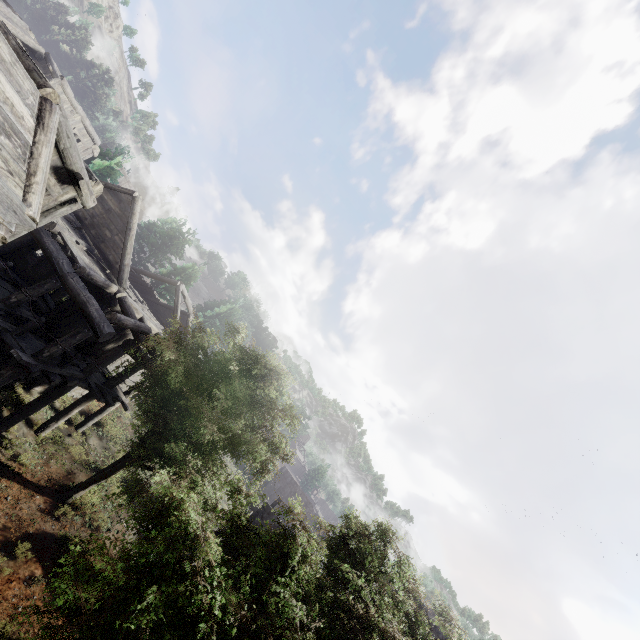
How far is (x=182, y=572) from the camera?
4.73m

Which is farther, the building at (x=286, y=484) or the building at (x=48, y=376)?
the building at (x=286, y=484)

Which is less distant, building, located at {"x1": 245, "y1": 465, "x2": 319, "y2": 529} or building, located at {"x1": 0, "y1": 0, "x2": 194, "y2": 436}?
building, located at {"x1": 0, "y1": 0, "x2": 194, "y2": 436}

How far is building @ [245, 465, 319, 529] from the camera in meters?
19.3

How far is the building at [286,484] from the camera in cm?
1926
